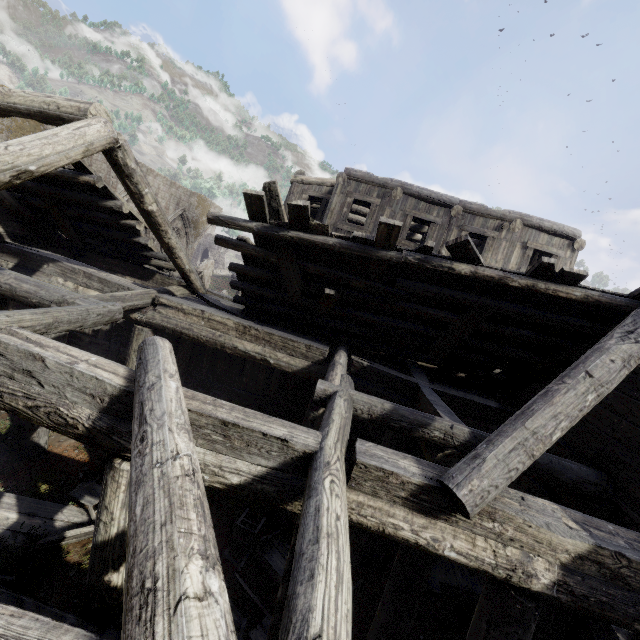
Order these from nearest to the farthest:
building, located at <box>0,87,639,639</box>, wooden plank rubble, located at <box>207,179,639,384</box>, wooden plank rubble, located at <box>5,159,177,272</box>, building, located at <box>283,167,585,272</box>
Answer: building, located at <box>0,87,639,639</box> → wooden plank rubble, located at <box>207,179,639,384</box> → wooden plank rubble, located at <box>5,159,177,272</box> → building, located at <box>283,167,585,272</box>

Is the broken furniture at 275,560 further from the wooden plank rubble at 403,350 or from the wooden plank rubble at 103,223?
the wooden plank rubble at 103,223

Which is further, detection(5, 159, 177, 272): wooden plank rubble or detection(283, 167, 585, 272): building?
detection(283, 167, 585, 272): building

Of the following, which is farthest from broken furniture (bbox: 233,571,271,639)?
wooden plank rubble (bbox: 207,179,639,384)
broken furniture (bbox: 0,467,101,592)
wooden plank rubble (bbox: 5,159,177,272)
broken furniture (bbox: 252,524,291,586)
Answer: wooden plank rubble (bbox: 5,159,177,272)

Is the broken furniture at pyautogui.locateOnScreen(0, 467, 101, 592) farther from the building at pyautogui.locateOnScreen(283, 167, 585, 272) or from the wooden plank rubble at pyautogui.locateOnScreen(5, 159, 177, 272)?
the wooden plank rubble at pyautogui.locateOnScreen(5, 159, 177, 272)

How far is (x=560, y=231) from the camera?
11.42m

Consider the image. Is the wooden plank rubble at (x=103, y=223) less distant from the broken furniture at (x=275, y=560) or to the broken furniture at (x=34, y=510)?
the broken furniture at (x=34, y=510)

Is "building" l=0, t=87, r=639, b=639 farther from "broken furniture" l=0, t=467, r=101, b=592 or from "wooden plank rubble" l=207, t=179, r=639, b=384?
"broken furniture" l=0, t=467, r=101, b=592
